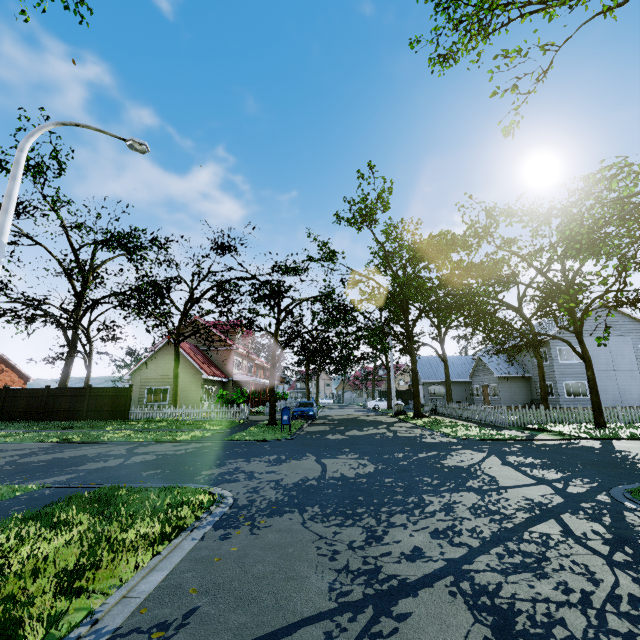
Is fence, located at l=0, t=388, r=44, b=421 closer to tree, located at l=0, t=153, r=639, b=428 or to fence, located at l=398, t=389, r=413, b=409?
fence, located at l=398, t=389, r=413, b=409

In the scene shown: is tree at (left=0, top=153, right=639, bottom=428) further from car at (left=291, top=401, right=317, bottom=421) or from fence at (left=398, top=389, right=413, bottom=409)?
car at (left=291, top=401, right=317, bottom=421)

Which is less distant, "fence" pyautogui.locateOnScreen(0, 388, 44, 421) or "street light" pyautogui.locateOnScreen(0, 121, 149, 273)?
"street light" pyautogui.locateOnScreen(0, 121, 149, 273)

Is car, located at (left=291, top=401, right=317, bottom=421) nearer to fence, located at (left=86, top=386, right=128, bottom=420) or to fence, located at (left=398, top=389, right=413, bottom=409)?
fence, located at (left=86, top=386, right=128, bottom=420)

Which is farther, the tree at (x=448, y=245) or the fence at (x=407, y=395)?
the fence at (x=407, y=395)

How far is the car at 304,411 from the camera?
22.3 meters

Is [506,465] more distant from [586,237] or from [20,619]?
[20,619]

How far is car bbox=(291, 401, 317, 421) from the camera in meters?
22.3 m
